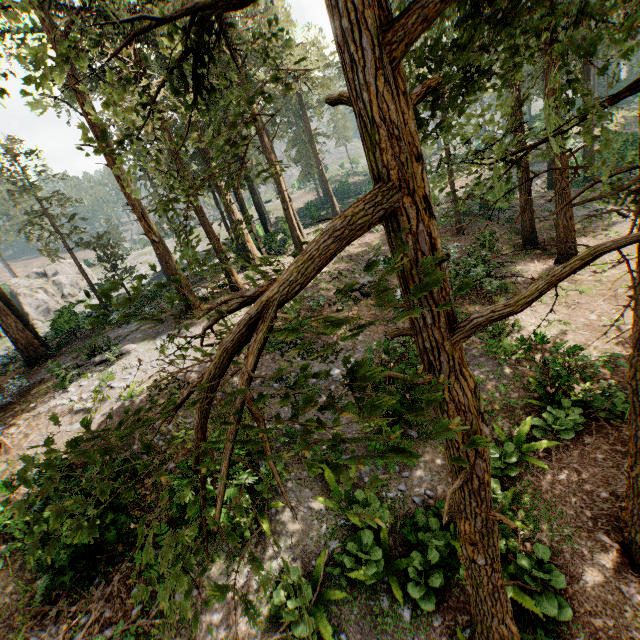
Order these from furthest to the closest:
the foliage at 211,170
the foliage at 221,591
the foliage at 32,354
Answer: the foliage at 32,354 < the foliage at 211,170 < the foliage at 221,591

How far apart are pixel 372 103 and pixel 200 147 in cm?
432

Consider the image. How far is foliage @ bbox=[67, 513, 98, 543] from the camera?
2.14m

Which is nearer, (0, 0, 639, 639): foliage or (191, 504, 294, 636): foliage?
(191, 504, 294, 636): foliage

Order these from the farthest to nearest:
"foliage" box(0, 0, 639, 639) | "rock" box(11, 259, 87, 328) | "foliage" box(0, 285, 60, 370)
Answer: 1. "rock" box(11, 259, 87, 328)
2. "foliage" box(0, 285, 60, 370)
3. "foliage" box(0, 0, 639, 639)

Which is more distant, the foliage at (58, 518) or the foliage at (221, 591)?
the foliage at (58, 518)

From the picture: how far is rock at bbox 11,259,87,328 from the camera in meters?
39.3 m

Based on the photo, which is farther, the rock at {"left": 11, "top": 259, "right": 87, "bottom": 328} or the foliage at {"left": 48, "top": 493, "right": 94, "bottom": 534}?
the rock at {"left": 11, "top": 259, "right": 87, "bottom": 328}
